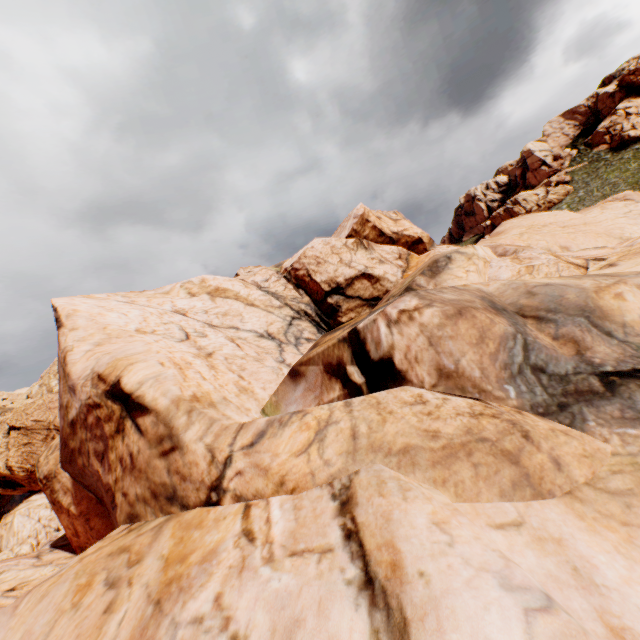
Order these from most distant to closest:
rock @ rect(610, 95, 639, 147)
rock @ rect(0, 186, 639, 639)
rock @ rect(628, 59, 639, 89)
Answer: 1. rock @ rect(628, 59, 639, 89)
2. rock @ rect(610, 95, 639, 147)
3. rock @ rect(0, 186, 639, 639)

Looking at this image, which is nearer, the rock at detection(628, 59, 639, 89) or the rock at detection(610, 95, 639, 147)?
the rock at detection(610, 95, 639, 147)

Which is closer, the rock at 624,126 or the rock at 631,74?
the rock at 624,126

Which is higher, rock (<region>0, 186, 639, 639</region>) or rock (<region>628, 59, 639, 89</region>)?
rock (<region>628, 59, 639, 89</region>)

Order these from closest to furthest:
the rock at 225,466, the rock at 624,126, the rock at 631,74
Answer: the rock at 225,466, the rock at 624,126, the rock at 631,74

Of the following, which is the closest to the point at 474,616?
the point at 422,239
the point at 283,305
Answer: the point at 283,305
